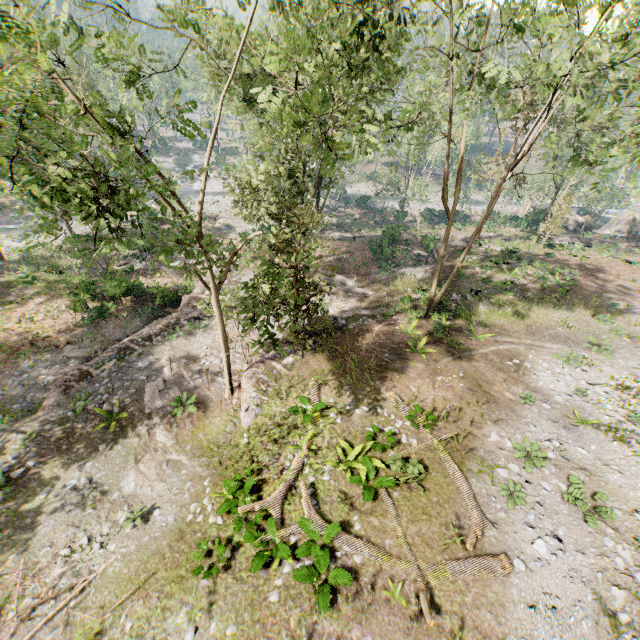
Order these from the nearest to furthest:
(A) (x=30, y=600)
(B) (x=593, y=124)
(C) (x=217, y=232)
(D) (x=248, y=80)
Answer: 1. (A) (x=30, y=600)
2. (D) (x=248, y=80)
3. (C) (x=217, y=232)
4. (B) (x=593, y=124)

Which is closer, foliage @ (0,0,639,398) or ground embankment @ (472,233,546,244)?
foliage @ (0,0,639,398)

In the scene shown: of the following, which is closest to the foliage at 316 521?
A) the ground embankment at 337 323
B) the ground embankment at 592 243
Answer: the ground embankment at 337 323

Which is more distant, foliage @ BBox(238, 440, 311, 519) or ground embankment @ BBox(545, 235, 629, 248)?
ground embankment @ BBox(545, 235, 629, 248)

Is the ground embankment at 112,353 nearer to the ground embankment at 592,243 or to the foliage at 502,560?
the foliage at 502,560

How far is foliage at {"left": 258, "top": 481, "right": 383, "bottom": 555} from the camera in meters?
9.8

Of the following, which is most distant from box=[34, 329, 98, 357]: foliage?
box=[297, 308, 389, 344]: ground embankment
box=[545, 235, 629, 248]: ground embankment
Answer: box=[545, 235, 629, 248]: ground embankment

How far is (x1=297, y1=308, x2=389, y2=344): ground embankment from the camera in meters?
19.5
